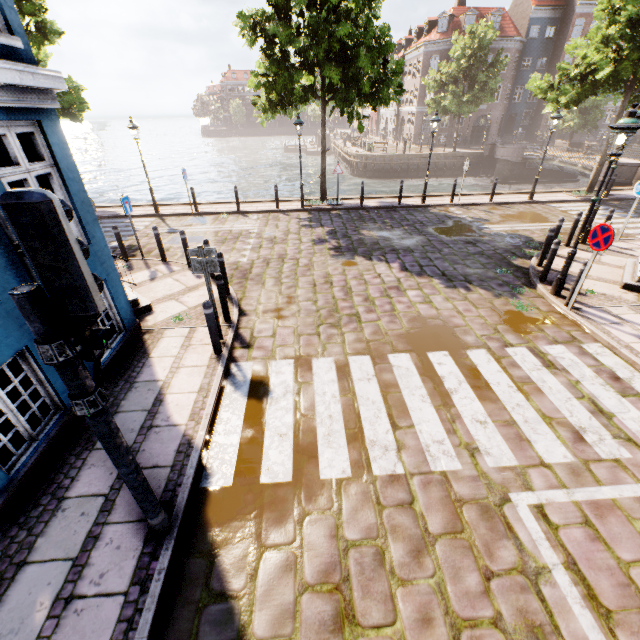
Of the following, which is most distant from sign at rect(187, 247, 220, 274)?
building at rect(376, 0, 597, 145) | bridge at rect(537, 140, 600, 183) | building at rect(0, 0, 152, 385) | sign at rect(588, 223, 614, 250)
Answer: building at rect(376, 0, 597, 145)

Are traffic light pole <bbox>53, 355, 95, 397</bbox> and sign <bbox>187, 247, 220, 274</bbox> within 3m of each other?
no

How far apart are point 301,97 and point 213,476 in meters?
15.8

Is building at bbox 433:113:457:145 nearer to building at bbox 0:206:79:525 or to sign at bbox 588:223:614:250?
building at bbox 0:206:79:525

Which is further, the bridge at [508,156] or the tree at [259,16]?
the bridge at [508,156]

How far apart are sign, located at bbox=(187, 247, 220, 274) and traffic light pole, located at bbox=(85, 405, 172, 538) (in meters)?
3.52

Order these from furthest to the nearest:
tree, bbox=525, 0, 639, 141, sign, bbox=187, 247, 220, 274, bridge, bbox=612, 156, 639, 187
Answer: bridge, bbox=612, 156, 639, 187, tree, bbox=525, 0, 639, 141, sign, bbox=187, 247, 220, 274

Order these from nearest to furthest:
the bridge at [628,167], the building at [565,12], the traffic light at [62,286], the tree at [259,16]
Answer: the traffic light at [62,286], the tree at [259,16], the bridge at [628,167], the building at [565,12]
